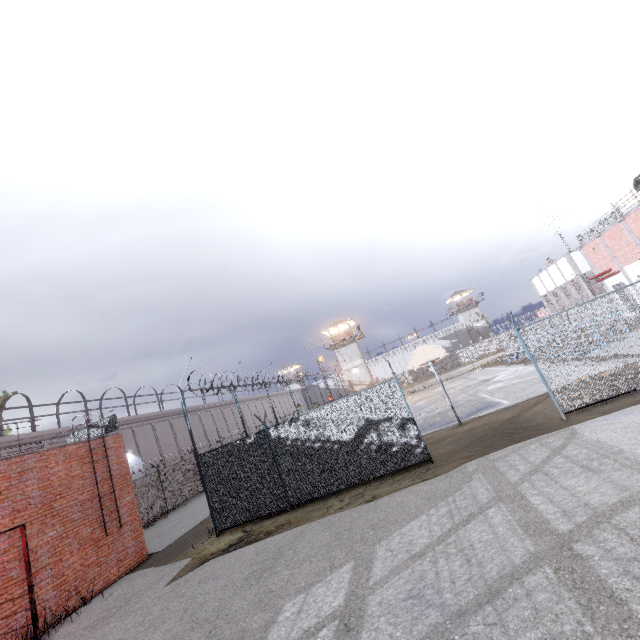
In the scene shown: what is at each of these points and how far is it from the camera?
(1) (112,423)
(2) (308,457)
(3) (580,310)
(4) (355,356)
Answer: (1) metal railing, 14.1m
(2) fence, 11.1m
(3) fence, 9.6m
(4) building, 56.2m

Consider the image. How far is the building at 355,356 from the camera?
55.20m

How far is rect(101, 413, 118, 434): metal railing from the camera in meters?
14.1 m

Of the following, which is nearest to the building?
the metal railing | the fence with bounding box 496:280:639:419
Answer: the fence with bounding box 496:280:639:419

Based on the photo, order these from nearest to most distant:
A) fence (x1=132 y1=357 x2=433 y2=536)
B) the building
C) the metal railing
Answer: fence (x1=132 y1=357 x2=433 y2=536), the metal railing, the building

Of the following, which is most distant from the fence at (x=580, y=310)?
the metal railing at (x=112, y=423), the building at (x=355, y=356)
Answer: the building at (x=355, y=356)
